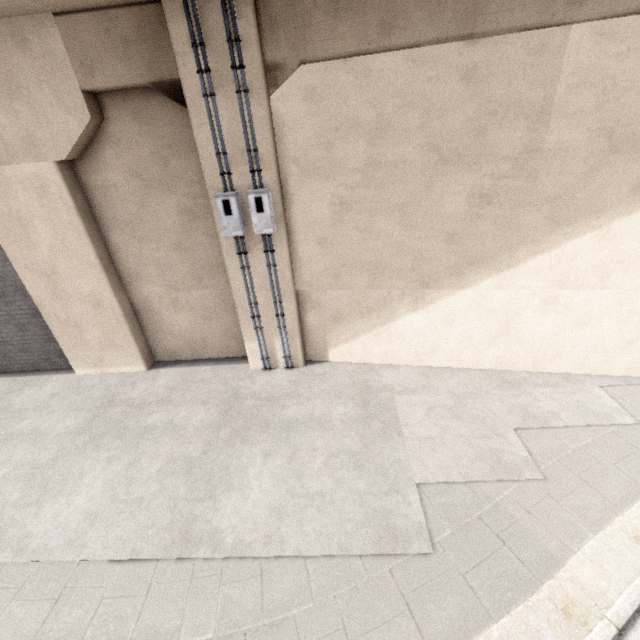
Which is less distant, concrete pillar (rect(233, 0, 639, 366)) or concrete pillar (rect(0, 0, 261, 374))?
concrete pillar (rect(233, 0, 639, 366))

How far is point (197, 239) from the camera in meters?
7.1

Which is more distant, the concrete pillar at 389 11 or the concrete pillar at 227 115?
the concrete pillar at 227 115
